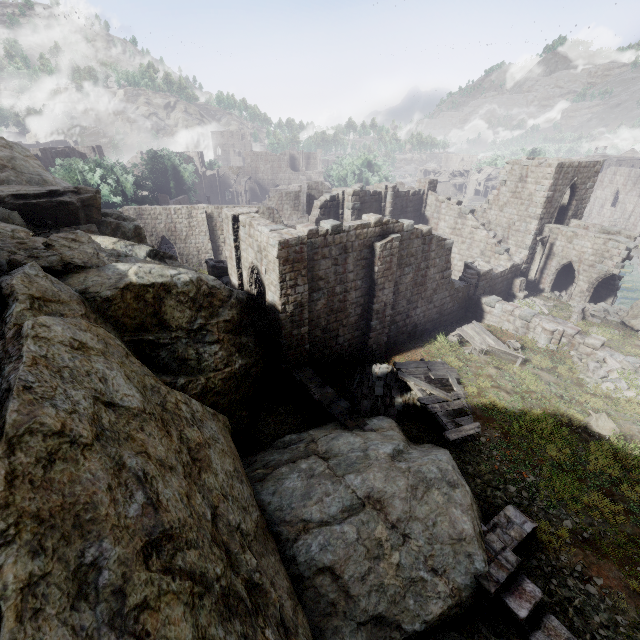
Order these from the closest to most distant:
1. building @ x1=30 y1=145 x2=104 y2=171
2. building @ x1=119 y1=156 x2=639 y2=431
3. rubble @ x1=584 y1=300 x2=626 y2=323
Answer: building @ x1=119 y1=156 x2=639 y2=431 → rubble @ x1=584 y1=300 x2=626 y2=323 → building @ x1=30 y1=145 x2=104 y2=171

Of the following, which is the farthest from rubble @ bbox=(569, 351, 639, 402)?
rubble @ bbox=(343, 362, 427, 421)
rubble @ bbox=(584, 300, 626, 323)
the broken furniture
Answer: rubble @ bbox=(343, 362, 427, 421)

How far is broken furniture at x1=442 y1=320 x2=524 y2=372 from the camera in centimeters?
1721cm

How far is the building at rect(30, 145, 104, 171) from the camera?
41.44m

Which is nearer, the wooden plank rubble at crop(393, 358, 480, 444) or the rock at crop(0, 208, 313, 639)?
the rock at crop(0, 208, 313, 639)

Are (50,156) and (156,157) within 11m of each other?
no

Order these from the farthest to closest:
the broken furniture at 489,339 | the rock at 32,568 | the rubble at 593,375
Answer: the broken furniture at 489,339
the rubble at 593,375
the rock at 32,568

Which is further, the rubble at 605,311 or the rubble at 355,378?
the rubble at 605,311
